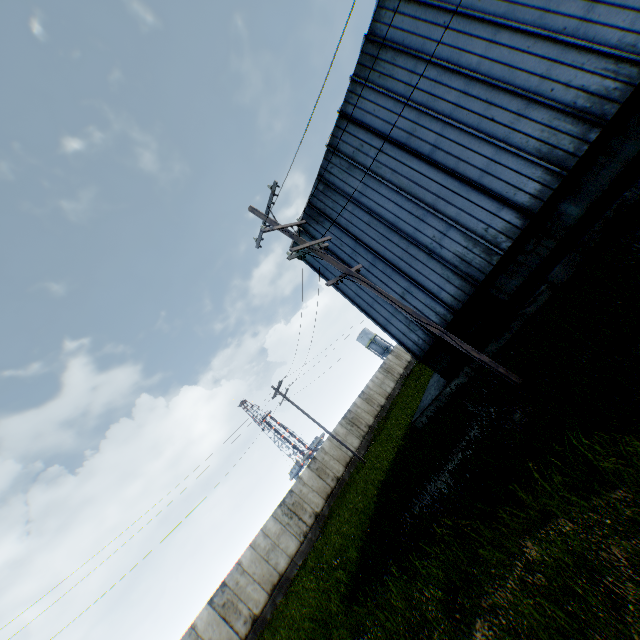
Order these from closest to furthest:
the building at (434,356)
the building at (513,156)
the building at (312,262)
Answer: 1. the building at (513,156)
2. the building at (434,356)
3. the building at (312,262)

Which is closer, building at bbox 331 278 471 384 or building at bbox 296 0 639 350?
building at bbox 296 0 639 350

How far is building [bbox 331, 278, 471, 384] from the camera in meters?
14.0

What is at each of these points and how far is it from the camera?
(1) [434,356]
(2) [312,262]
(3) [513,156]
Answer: (1) building, 14.43m
(2) building, 17.98m
(3) building, 10.85m

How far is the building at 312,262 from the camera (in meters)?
17.10

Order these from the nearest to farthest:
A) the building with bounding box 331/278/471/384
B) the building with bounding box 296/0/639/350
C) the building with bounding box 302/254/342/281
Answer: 1. the building with bounding box 296/0/639/350
2. the building with bounding box 331/278/471/384
3. the building with bounding box 302/254/342/281

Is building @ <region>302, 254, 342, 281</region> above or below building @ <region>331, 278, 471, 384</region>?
above
